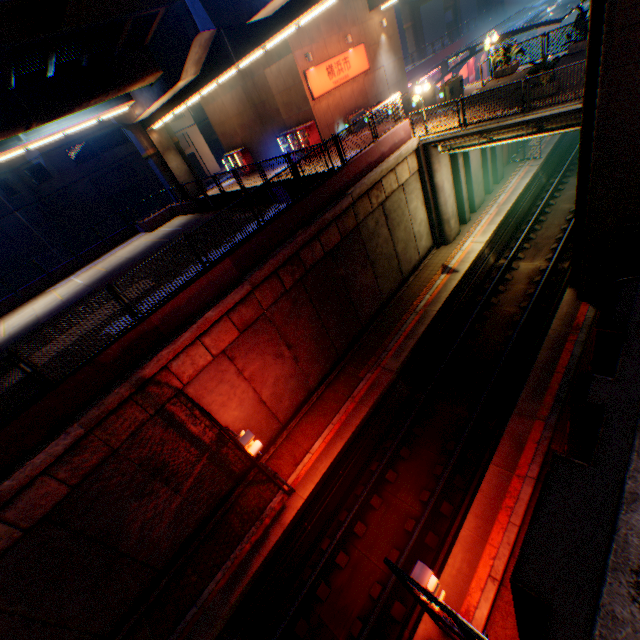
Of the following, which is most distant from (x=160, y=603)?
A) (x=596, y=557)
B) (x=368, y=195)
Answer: (x=368, y=195)

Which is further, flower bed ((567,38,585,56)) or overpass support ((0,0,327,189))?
flower bed ((567,38,585,56))

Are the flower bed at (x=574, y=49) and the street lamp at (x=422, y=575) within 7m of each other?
no

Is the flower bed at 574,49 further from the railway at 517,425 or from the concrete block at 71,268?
the concrete block at 71,268

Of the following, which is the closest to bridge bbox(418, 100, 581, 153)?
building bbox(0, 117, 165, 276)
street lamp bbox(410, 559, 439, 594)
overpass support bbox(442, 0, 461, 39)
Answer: street lamp bbox(410, 559, 439, 594)

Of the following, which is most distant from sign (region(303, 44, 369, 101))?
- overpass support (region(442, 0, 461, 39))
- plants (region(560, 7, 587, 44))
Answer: overpass support (region(442, 0, 461, 39))

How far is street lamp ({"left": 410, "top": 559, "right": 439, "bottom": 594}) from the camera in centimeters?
540cm

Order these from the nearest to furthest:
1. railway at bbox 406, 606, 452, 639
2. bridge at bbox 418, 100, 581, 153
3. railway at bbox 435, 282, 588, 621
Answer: railway at bbox 406, 606, 452, 639 → railway at bbox 435, 282, 588, 621 → bridge at bbox 418, 100, 581, 153
